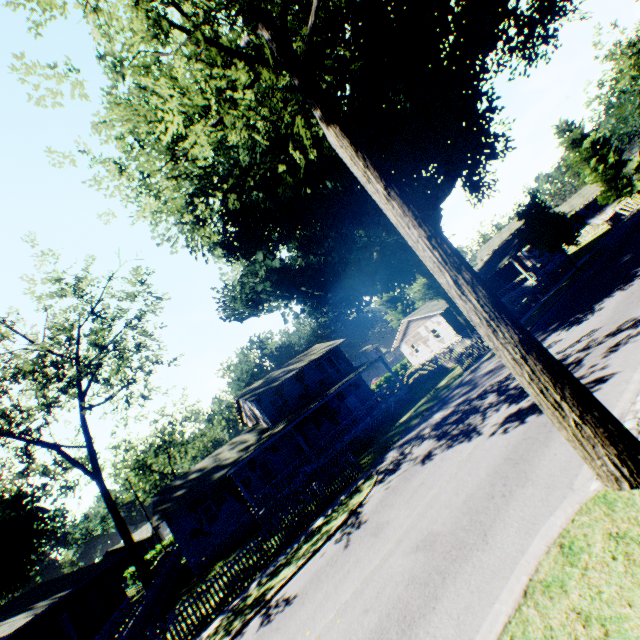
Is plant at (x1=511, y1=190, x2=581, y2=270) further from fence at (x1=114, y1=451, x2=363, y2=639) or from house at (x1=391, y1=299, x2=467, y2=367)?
fence at (x1=114, y1=451, x2=363, y2=639)

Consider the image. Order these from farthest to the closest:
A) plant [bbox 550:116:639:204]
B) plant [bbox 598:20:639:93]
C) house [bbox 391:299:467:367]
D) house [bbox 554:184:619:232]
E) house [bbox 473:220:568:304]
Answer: house [bbox 554:184:619:232] < plant [bbox 550:116:639:204] < house [bbox 473:220:568:304] < house [bbox 391:299:467:367] < plant [bbox 598:20:639:93]

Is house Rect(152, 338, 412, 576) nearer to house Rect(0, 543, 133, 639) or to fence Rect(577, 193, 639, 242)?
fence Rect(577, 193, 639, 242)

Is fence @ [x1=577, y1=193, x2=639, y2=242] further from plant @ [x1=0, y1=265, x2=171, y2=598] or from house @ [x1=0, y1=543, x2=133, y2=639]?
house @ [x1=0, y1=543, x2=133, y2=639]

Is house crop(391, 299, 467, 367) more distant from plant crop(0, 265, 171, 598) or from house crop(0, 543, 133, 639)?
house crop(0, 543, 133, 639)

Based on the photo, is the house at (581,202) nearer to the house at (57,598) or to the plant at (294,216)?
the plant at (294,216)

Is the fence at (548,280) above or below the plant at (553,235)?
below

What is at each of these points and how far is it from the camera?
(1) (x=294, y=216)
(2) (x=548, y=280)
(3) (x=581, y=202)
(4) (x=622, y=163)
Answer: (1) plant, 21.9m
(2) fence, 29.4m
(3) house, 51.8m
(4) plant, 44.0m
